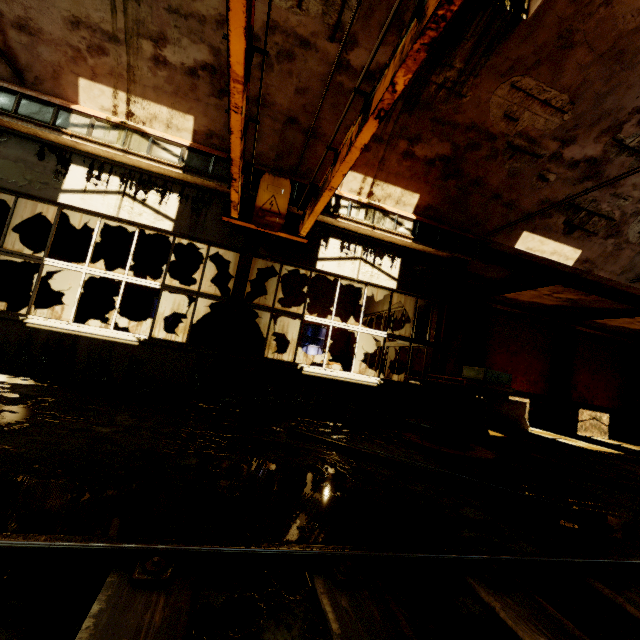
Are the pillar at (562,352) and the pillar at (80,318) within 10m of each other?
no

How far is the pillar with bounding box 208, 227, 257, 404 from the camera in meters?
6.3 m

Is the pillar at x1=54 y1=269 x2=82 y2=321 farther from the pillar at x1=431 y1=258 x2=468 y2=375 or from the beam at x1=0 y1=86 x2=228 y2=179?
the pillar at x1=431 y1=258 x2=468 y2=375

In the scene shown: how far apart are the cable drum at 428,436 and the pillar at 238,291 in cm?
356

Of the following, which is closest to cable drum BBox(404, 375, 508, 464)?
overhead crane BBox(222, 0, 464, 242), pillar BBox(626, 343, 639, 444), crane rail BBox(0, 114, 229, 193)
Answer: overhead crane BBox(222, 0, 464, 242)

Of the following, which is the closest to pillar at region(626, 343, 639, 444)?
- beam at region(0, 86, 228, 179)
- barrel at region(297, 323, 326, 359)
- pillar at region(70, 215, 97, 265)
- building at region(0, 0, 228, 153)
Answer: building at region(0, 0, 228, 153)

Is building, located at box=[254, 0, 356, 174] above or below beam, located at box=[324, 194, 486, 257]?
above

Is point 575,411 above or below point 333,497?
above
